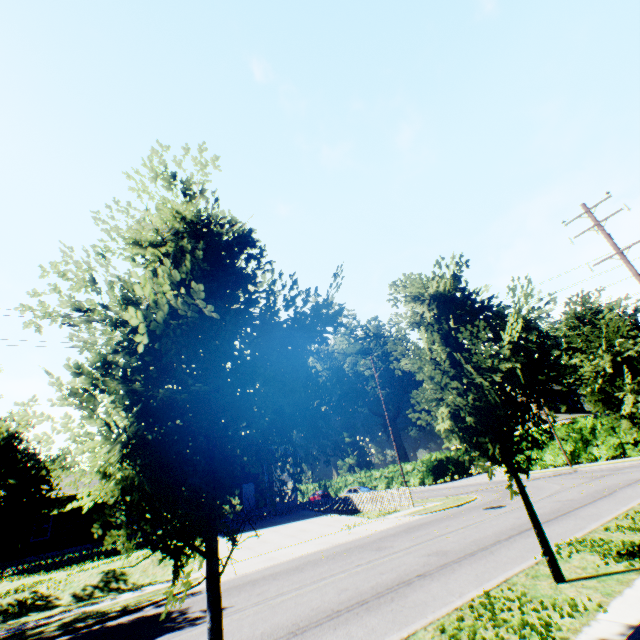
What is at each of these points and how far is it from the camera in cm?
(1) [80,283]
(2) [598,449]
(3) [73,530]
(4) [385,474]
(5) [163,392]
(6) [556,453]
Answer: (1) tree, 363
(2) hedge, 2623
(3) house, 2330
(4) hedge, 4438
(5) tree, 329
(6) hedge, 2733

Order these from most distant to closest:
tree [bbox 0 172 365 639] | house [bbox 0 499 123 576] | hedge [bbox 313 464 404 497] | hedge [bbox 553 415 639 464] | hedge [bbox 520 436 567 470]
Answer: hedge [bbox 313 464 404 497] < hedge [bbox 520 436 567 470] < hedge [bbox 553 415 639 464] < house [bbox 0 499 123 576] < tree [bbox 0 172 365 639]

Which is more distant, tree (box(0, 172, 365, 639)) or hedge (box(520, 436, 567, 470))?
hedge (box(520, 436, 567, 470))

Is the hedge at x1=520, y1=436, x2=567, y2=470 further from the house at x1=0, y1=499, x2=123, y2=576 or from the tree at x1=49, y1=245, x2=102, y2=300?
the tree at x1=49, y1=245, x2=102, y2=300

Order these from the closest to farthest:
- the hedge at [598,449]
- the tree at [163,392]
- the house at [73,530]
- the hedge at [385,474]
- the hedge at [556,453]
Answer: the tree at [163,392], the house at [73,530], the hedge at [598,449], the hedge at [556,453], the hedge at [385,474]

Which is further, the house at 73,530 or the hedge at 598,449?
the hedge at 598,449

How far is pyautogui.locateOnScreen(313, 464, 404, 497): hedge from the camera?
42.9 meters
